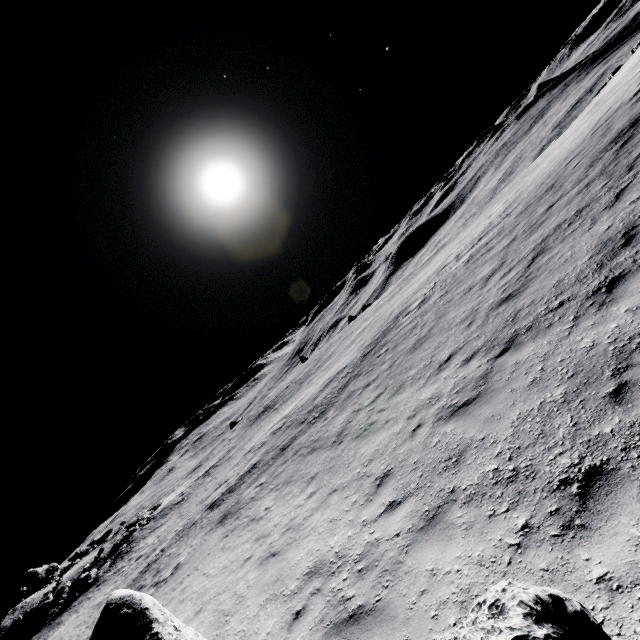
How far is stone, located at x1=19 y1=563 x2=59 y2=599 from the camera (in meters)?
36.22

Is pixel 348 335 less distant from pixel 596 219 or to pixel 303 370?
pixel 303 370

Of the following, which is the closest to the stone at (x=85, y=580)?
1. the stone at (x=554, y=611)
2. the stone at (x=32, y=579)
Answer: the stone at (x=32, y=579)

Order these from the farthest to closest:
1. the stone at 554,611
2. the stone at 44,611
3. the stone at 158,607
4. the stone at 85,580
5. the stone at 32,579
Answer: the stone at 32,579
the stone at 85,580
the stone at 44,611
the stone at 158,607
the stone at 554,611

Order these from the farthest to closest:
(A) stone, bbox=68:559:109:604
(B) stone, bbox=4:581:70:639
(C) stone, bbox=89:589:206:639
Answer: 1. (A) stone, bbox=68:559:109:604
2. (B) stone, bbox=4:581:70:639
3. (C) stone, bbox=89:589:206:639

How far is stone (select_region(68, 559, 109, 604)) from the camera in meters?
28.0 m

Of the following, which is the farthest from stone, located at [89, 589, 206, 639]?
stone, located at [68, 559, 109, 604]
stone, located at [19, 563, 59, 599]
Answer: stone, located at [19, 563, 59, 599]
